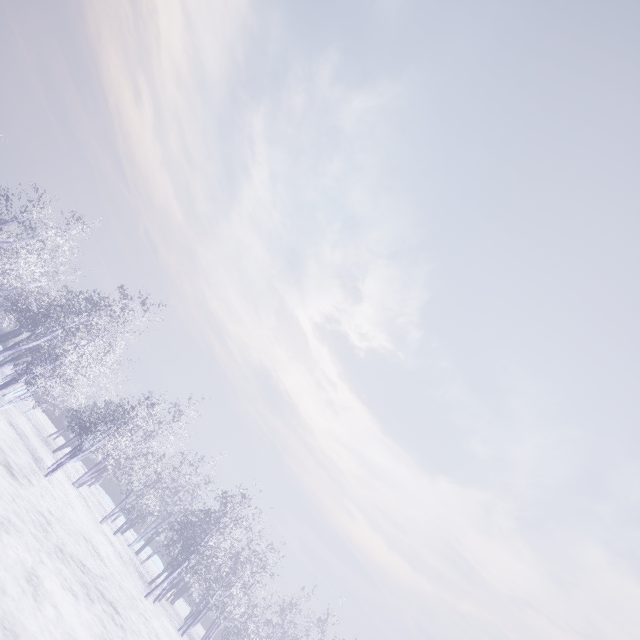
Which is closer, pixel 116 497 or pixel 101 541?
pixel 101 541
